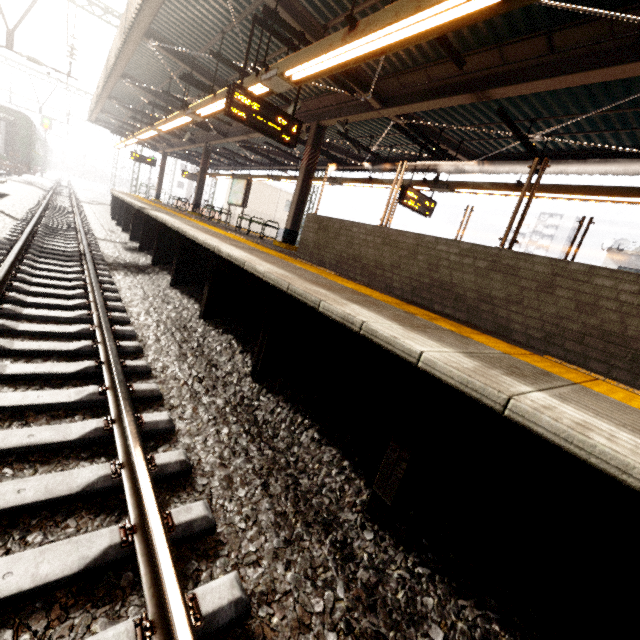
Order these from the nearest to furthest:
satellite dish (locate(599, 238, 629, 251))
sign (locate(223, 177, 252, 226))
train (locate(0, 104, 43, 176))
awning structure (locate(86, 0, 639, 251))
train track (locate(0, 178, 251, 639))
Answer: train track (locate(0, 178, 251, 639)), awning structure (locate(86, 0, 639, 251)), sign (locate(223, 177, 252, 226)), satellite dish (locate(599, 238, 629, 251)), train (locate(0, 104, 43, 176))

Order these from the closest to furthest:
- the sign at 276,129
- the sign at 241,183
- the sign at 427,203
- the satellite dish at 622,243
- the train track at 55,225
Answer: the train track at 55,225 < the sign at 276,129 < the sign at 427,203 < the sign at 241,183 < the satellite dish at 622,243

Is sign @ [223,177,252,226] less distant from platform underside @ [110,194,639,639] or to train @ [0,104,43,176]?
platform underside @ [110,194,639,639]

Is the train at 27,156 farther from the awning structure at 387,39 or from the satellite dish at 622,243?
the satellite dish at 622,243

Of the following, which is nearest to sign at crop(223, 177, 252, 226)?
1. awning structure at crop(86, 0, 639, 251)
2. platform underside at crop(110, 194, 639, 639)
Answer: awning structure at crop(86, 0, 639, 251)

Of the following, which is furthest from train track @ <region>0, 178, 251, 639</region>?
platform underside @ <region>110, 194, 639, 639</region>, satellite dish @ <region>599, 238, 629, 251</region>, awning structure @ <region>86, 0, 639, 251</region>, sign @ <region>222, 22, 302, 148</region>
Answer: satellite dish @ <region>599, 238, 629, 251</region>

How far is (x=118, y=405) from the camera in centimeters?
264cm

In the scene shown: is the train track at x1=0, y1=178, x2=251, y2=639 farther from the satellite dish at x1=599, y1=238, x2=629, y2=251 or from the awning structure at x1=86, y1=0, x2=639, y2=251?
the satellite dish at x1=599, y1=238, x2=629, y2=251
